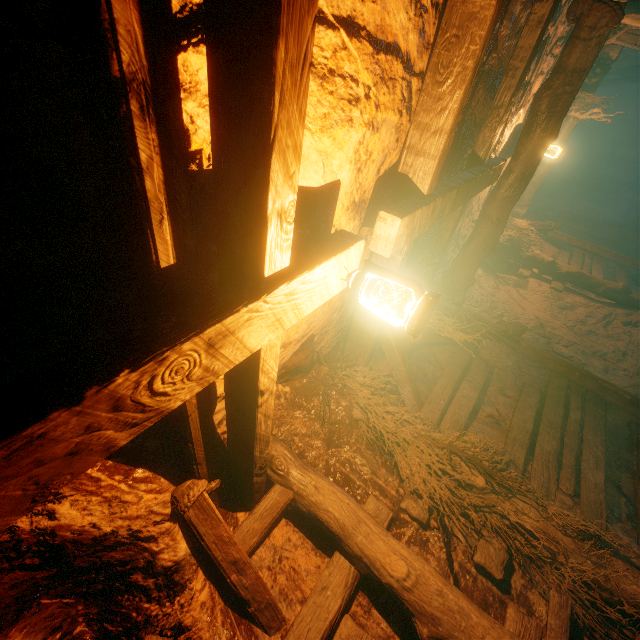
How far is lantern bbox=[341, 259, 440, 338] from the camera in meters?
1.4

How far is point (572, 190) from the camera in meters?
15.1 m

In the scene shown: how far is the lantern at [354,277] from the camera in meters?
1.4 m

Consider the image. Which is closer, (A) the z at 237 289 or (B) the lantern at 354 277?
(A) the z at 237 289

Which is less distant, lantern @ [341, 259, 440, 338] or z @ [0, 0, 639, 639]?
z @ [0, 0, 639, 639]
